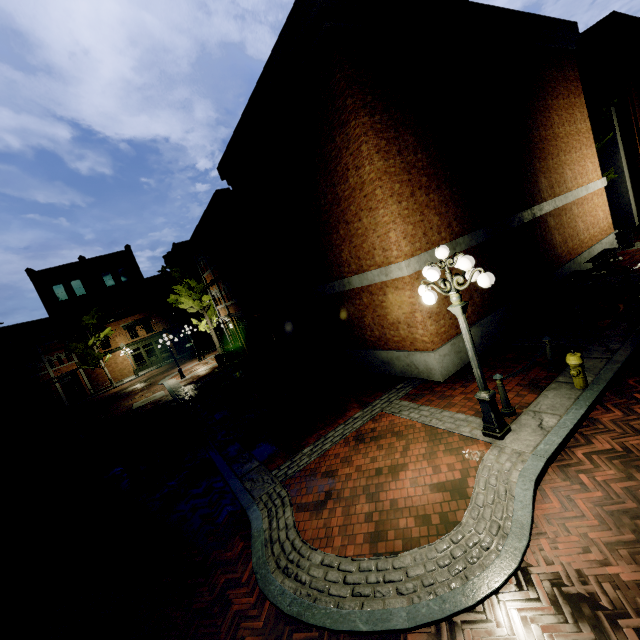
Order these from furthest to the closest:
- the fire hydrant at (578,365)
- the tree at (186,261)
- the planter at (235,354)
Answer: the tree at (186,261)
the planter at (235,354)
the fire hydrant at (578,365)

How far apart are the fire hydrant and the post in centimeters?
129cm

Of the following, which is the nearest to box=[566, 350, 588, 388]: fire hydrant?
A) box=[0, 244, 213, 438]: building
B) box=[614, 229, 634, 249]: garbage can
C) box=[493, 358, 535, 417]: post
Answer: box=[493, 358, 535, 417]: post

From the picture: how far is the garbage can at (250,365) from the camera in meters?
17.0

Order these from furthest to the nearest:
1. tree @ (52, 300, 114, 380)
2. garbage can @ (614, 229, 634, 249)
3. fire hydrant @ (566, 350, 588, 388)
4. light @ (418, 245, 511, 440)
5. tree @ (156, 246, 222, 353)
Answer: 1. tree @ (52, 300, 114, 380)
2. tree @ (156, 246, 222, 353)
3. garbage can @ (614, 229, 634, 249)
4. fire hydrant @ (566, 350, 588, 388)
5. light @ (418, 245, 511, 440)

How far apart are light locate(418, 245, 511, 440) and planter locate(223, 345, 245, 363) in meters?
19.7 m

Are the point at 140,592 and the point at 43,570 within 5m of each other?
yes

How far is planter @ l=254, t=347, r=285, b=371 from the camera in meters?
17.2 m
